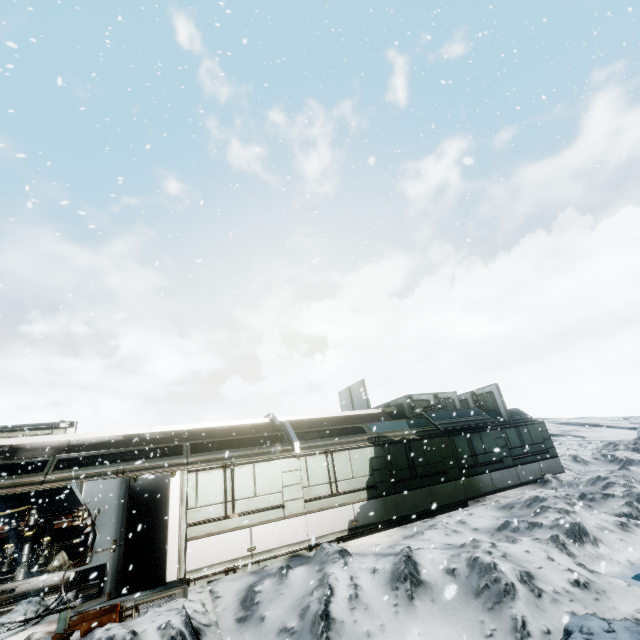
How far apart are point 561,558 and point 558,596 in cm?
150

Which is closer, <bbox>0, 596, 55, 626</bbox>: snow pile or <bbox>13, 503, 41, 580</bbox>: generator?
<bbox>0, 596, 55, 626</bbox>: snow pile

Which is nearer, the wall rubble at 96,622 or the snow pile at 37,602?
the wall rubble at 96,622

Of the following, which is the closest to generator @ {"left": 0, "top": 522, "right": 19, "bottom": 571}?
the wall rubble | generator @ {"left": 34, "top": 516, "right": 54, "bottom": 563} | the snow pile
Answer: generator @ {"left": 34, "top": 516, "right": 54, "bottom": 563}

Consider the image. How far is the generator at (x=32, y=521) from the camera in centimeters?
1203cm

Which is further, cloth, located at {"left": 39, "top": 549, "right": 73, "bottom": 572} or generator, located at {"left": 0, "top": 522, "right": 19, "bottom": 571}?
cloth, located at {"left": 39, "top": 549, "right": 73, "bottom": 572}

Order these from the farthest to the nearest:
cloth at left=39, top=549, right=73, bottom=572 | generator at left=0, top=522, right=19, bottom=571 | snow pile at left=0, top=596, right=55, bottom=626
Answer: cloth at left=39, top=549, right=73, bottom=572
generator at left=0, top=522, right=19, bottom=571
snow pile at left=0, top=596, right=55, bottom=626

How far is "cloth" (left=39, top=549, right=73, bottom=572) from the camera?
12.6 meters
